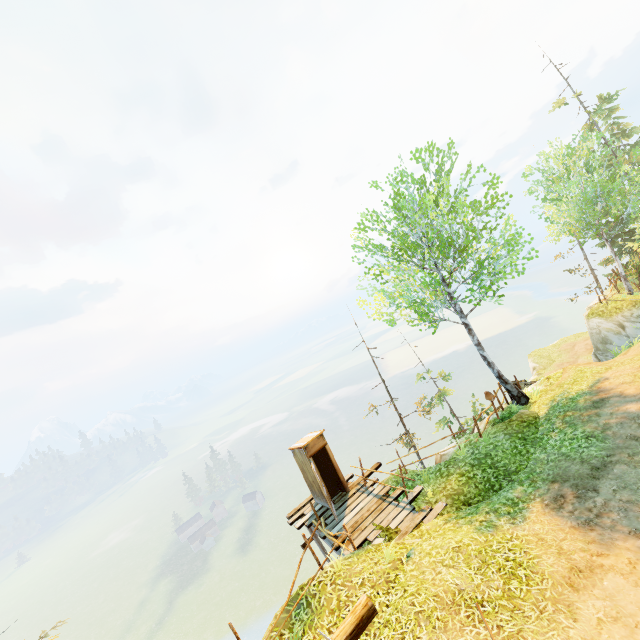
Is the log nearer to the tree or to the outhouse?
the outhouse

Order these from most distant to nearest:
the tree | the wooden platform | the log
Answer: the tree, the wooden platform, the log

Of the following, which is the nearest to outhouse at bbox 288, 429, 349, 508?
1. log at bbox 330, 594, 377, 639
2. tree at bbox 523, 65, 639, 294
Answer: log at bbox 330, 594, 377, 639

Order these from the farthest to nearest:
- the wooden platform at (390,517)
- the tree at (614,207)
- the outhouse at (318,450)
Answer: the tree at (614,207) → the outhouse at (318,450) → the wooden platform at (390,517)

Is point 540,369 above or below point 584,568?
below

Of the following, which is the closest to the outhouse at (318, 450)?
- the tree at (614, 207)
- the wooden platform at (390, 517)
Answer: the wooden platform at (390, 517)

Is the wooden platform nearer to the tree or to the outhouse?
the outhouse

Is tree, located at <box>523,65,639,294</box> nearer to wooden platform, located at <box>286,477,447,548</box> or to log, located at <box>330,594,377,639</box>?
log, located at <box>330,594,377,639</box>
